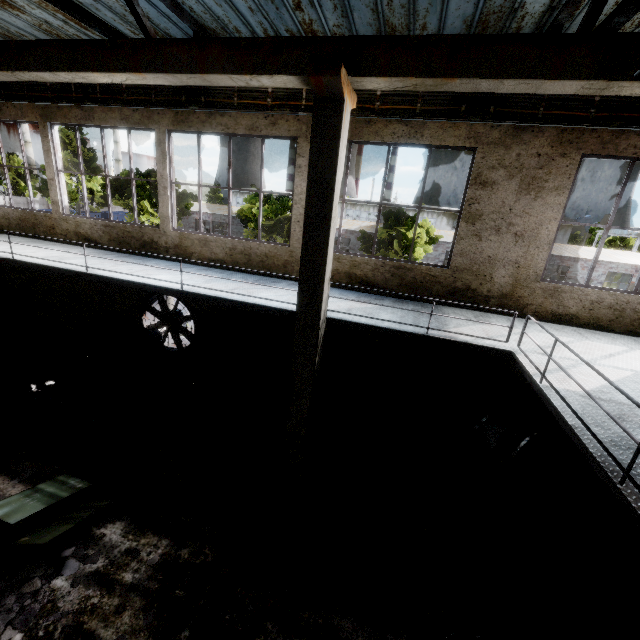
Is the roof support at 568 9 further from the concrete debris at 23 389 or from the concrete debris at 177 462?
the concrete debris at 23 389

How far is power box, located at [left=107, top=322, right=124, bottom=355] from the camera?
11.0 meters

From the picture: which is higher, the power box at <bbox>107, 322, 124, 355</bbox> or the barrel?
the power box at <bbox>107, 322, 124, 355</bbox>

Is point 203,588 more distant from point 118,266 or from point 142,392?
point 118,266

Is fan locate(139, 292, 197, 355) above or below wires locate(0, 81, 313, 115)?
below

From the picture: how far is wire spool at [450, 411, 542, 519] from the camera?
6.35m

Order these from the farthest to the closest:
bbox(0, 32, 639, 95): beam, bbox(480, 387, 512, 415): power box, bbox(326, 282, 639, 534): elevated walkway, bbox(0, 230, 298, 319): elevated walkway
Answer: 1. bbox(480, 387, 512, 415): power box
2. bbox(0, 230, 298, 319): elevated walkway
3. bbox(0, 32, 639, 95): beam
4. bbox(326, 282, 639, 534): elevated walkway

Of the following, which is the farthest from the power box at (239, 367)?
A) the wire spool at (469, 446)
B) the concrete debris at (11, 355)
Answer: the concrete debris at (11, 355)
